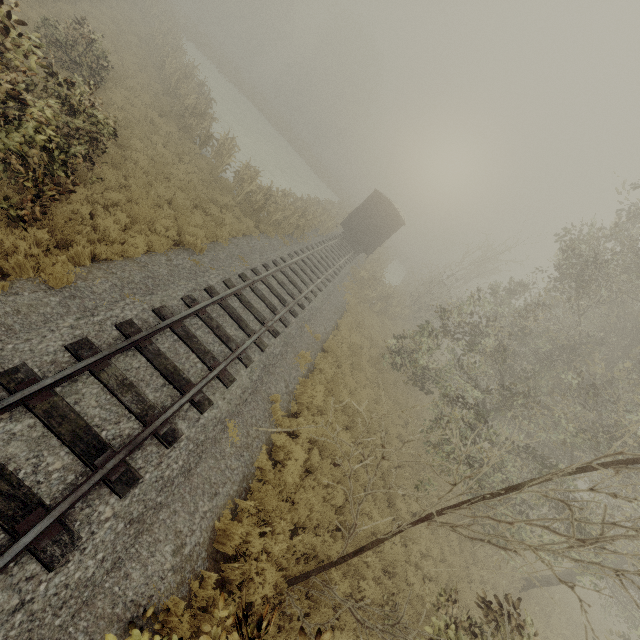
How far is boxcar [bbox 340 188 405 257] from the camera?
23.8m

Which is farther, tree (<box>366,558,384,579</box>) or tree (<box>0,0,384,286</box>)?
tree (<box>366,558,384,579</box>)

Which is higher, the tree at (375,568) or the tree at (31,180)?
the tree at (31,180)

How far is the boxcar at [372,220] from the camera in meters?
23.8 m

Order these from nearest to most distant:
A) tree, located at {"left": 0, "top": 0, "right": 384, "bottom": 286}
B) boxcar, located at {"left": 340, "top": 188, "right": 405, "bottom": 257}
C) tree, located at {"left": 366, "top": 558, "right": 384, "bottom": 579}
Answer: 1. tree, located at {"left": 0, "top": 0, "right": 384, "bottom": 286}
2. tree, located at {"left": 366, "top": 558, "right": 384, "bottom": 579}
3. boxcar, located at {"left": 340, "top": 188, "right": 405, "bottom": 257}

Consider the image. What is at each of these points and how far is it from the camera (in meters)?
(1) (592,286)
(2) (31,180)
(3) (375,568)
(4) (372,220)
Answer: (1) tree, 12.70
(2) tree, 5.98
(3) tree, 8.06
(4) boxcar, 24.34

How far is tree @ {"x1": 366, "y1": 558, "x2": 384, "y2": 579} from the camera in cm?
790
